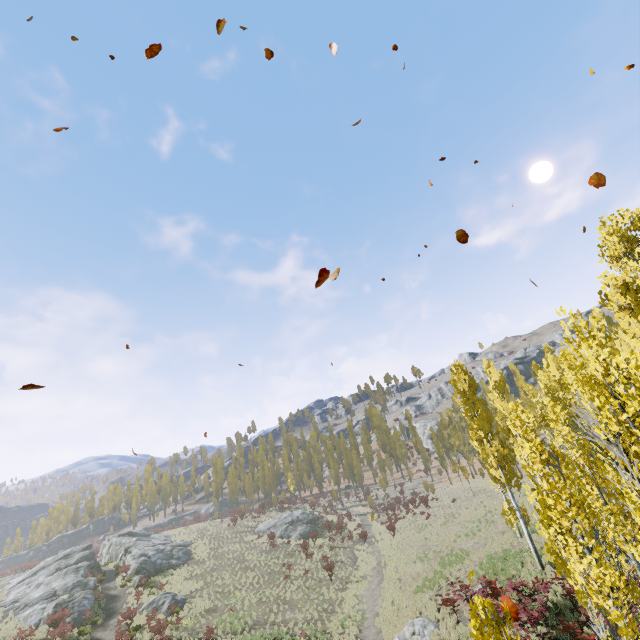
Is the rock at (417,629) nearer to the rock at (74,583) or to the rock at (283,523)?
the rock at (283,523)

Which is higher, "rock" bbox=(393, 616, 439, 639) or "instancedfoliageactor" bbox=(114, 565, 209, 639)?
"instancedfoliageactor" bbox=(114, 565, 209, 639)

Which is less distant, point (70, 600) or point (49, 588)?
point (70, 600)

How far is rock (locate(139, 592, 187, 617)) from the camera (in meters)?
25.77

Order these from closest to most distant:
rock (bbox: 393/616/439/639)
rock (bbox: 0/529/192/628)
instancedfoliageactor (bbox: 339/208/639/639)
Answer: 1. instancedfoliageactor (bbox: 339/208/639/639)
2. rock (bbox: 393/616/439/639)
3. rock (bbox: 0/529/192/628)

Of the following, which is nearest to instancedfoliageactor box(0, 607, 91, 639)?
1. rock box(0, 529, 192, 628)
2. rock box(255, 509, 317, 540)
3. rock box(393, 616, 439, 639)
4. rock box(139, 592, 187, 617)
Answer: rock box(393, 616, 439, 639)

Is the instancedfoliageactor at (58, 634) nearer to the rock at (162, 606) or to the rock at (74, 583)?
the rock at (162, 606)
